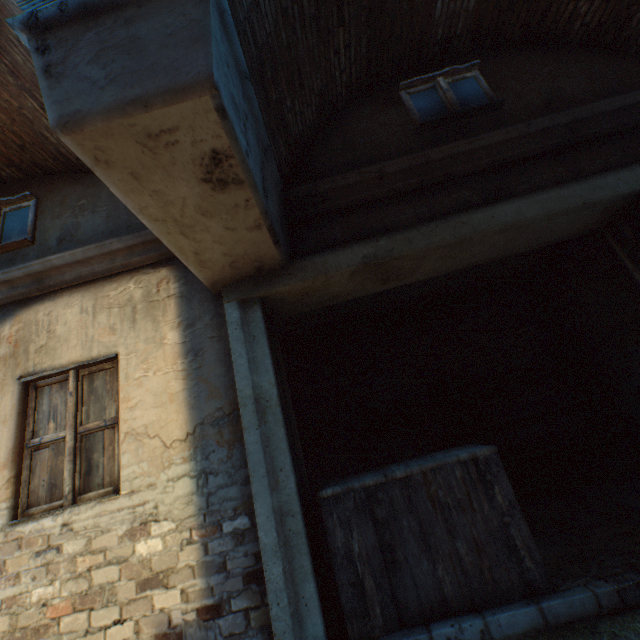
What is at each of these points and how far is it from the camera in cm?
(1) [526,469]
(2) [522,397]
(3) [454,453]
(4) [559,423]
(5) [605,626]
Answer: (1) building, 468
(2) building, 502
(3) wooden crate, 277
(4) building, 484
(5) straw, 200

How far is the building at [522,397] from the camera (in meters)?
4.96

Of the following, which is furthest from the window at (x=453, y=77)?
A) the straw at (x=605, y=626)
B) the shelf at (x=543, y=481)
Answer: the straw at (x=605, y=626)

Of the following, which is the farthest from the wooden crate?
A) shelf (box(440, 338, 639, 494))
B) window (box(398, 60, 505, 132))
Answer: window (box(398, 60, 505, 132))

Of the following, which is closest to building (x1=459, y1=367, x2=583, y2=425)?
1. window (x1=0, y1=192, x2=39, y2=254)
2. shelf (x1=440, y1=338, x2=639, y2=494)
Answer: window (x1=0, y1=192, x2=39, y2=254)

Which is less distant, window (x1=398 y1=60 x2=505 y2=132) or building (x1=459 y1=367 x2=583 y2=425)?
window (x1=398 y1=60 x2=505 y2=132)

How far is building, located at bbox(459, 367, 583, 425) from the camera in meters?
5.0
